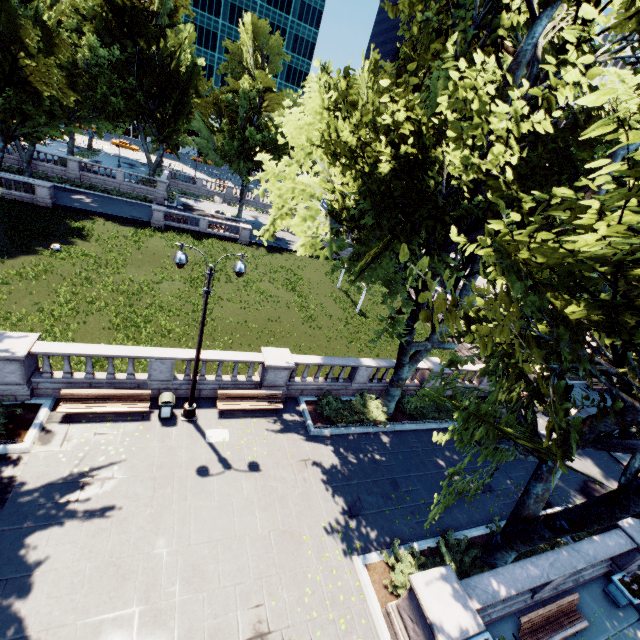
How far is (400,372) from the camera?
16.0 meters

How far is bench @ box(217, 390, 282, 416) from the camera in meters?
14.2 m

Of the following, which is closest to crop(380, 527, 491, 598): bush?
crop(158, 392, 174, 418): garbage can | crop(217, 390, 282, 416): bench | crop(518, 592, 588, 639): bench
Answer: crop(518, 592, 588, 639): bench

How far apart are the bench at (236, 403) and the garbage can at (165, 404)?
1.8 meters

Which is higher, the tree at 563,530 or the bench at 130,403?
the tree at 563,530

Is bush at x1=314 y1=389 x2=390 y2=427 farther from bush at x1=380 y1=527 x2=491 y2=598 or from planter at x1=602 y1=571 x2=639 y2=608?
planter at x1=602 y1=571 x2=639 y2=608

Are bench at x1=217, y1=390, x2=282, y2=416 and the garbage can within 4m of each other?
yes

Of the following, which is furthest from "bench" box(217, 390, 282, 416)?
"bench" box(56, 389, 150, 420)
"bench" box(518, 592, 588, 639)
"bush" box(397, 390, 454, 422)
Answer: "bench" box(518, 592, 588, 639)
